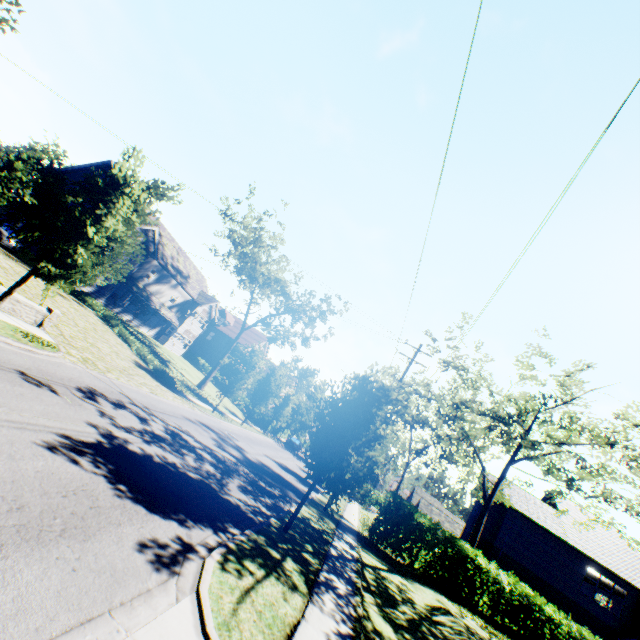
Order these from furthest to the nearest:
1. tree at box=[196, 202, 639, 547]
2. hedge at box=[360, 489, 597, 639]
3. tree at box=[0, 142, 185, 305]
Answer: hedge at box=[360, 489, 597, 639], tree at box=[196, 202, 639, 547], tree at box=[0, 142, 185, 305]

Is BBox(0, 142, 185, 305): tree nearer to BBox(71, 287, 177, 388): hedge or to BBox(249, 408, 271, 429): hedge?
BBox(249, 408, 271, 429): hedge

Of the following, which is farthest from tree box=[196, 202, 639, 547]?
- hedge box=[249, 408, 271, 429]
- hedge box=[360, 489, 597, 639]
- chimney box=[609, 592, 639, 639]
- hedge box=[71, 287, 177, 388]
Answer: chimney box=[609, 592, 639, 639]

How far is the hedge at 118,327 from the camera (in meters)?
23.02

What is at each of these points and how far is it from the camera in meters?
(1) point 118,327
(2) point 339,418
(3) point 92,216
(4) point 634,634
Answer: (1) hedge, 25.3 m
(2) tree, 10.4 m
(3) tree, 10.2 m
(4) chimney, 22.7 m

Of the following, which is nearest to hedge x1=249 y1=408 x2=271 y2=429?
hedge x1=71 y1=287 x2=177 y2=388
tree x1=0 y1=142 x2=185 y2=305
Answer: tree x1=0 y1=142 x2=185 y2=305

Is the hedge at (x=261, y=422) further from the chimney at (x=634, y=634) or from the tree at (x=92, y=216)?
the chimney at (x=634, y=634)

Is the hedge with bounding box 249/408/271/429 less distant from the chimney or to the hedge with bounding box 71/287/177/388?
the hedge with bounding box 71/287/177/388
